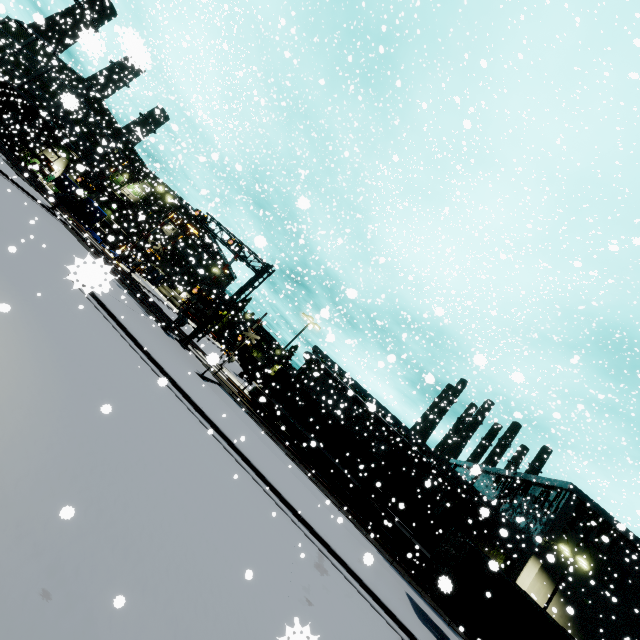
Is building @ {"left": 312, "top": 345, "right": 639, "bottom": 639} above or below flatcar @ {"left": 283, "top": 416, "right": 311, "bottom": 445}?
above

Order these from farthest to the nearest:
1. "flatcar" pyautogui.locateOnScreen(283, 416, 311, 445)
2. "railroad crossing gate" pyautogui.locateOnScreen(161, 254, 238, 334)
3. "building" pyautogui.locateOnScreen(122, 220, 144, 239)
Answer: "building" pyautogui.locateOnScreen(122, 220, 144, 239)
"flatcar" pyautogui.locateOnScreen(283, 416, 311, 445)
"railroad crossing gate" pyautogui.locateOnScreen(161, 254, 238, 334)

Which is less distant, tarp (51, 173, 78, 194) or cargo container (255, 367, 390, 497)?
cargo container (255, 367, 390, 497)

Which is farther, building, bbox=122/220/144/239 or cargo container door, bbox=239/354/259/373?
building, bbox=122/220/144/239

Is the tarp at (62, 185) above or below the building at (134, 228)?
below

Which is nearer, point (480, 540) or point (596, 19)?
point (596, 19)

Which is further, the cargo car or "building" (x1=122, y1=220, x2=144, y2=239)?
"building" (x1=122, y1=220, x2=144, y2=239)

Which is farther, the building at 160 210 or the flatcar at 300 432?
the building at 160 210
